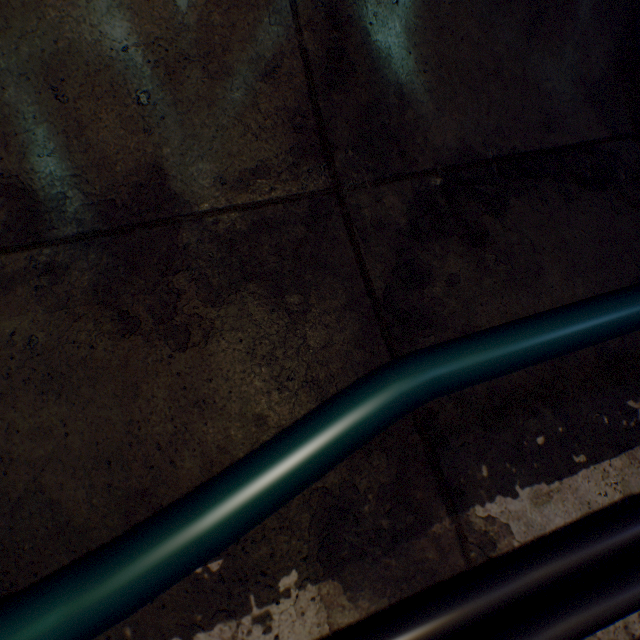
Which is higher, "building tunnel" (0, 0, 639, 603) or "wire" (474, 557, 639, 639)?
"building tunnel" (0, 0, 639, 603)

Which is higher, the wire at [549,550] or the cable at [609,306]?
the cable at [609,306]

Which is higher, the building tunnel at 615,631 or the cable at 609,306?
the cable at 609,306

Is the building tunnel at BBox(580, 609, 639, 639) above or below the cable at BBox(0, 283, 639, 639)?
below

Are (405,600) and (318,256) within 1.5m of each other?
yes
